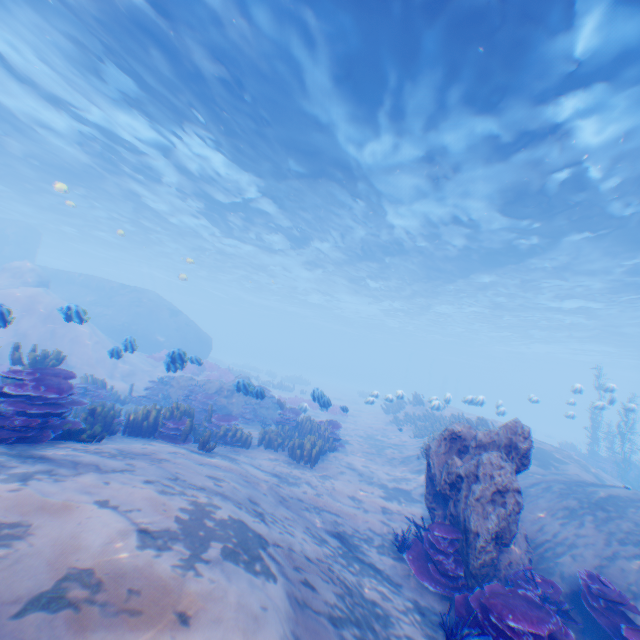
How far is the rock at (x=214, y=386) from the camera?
11.14m

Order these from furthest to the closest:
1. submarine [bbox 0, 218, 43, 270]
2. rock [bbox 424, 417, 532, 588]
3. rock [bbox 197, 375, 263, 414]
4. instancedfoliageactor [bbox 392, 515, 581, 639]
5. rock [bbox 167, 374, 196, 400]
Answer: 1. submarine [bbox 0, 218, 43, 270]
2. rock [bbox 167, 374, 196, 400]
3. rock [bbox 197, 375, 263, 414]
4. rock [bbox 424, 417, 532, 588]
5. instancedfoliageactor [bbox 392, 515, 581, 639]

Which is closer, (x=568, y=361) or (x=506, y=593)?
(x=506, y=593)

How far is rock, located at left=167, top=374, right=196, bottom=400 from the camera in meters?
15.0

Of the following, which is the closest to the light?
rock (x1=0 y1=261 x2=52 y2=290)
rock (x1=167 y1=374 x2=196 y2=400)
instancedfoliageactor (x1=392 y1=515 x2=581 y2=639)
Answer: rock (x1=0 y1=261 x2=52 y2=290)

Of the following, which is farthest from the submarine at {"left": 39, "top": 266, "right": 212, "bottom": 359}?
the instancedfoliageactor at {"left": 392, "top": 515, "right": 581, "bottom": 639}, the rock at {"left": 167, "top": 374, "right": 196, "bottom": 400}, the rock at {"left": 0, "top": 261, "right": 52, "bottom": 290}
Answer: the instancedfoliageactor at {"left": 392, "top": 515, "right": 581, "bottom": 639}

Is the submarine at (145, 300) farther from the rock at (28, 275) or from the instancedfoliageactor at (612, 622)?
the instancedfoliageactor at (612, 622)

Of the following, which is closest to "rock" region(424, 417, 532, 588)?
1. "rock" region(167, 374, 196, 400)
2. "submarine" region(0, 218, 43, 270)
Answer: "submarine" region(0, 218, 43, 270)
